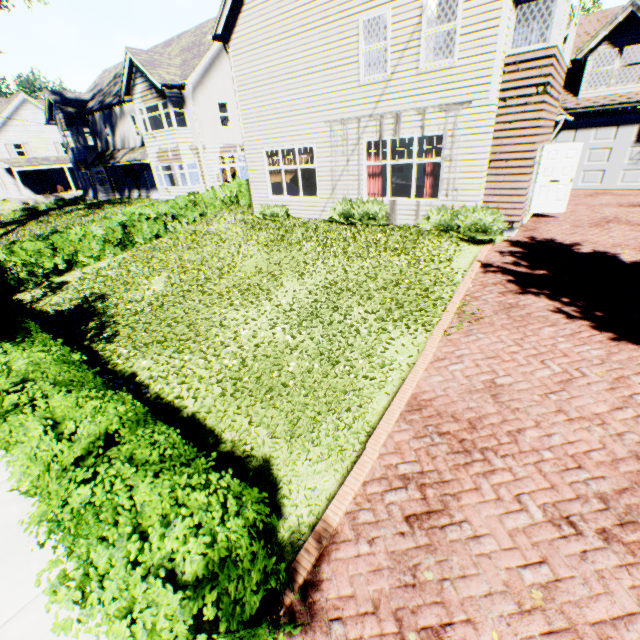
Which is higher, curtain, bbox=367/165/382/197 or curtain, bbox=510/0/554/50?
curtain, bbox=510/0/554/50

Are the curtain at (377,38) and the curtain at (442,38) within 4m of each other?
yes

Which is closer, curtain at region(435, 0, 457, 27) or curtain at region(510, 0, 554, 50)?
curtain at region(510, 0, 554, 50)

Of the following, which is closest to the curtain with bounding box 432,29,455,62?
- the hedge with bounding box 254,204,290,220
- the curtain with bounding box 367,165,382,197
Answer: the curtain with bounding box 367,165,382,197

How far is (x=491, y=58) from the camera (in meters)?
8.36

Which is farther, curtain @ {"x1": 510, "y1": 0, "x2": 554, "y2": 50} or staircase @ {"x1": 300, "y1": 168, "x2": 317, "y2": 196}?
staircase @ {"x1": 300, "y1": 168, "x2": 317, "y2": 196}

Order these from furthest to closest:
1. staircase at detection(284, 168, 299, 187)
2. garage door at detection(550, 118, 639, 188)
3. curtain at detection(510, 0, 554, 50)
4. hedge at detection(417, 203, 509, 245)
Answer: garage door at detection(550, 118, 639, 188), staircase at detection(284, 168, 299, 187), hedge at detection(417, 203, 509, 245), curtain at detection(510, 0, 554, 50)

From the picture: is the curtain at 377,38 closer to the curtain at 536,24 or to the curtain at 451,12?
the curtain at 451,12
